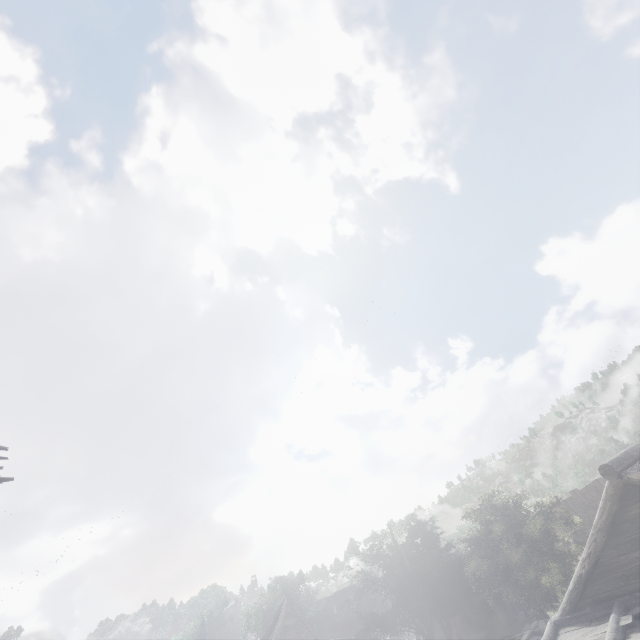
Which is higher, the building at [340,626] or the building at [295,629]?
the building at [295,629]

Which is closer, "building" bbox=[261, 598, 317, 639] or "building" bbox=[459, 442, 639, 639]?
"building" bbox=[459, 442, 639, 639]

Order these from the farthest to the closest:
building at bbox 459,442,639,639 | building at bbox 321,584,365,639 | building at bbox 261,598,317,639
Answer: building at bbox 321,584,365,639 < building at bbox 261,598,317,639 < building at bbox 459,442,639,639

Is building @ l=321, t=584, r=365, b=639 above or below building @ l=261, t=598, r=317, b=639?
below

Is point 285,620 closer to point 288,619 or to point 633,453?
point 288,619

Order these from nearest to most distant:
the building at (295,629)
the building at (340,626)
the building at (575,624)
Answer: the building at (575,624) < the building at (295,629) < the building at (340,626)
